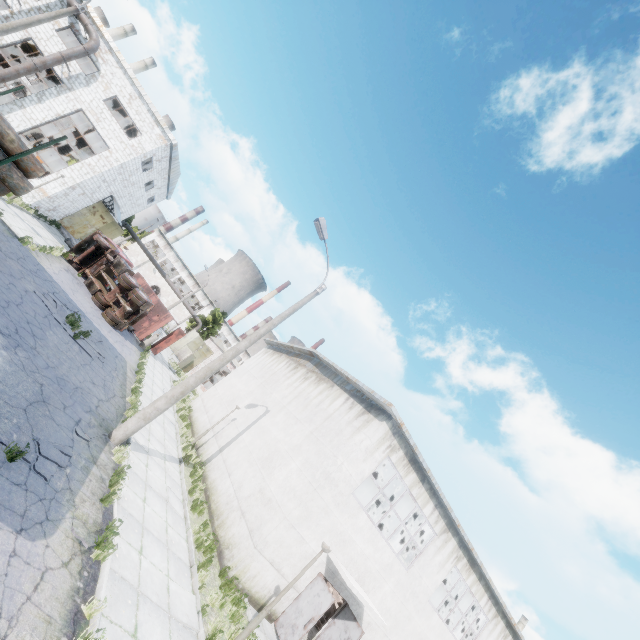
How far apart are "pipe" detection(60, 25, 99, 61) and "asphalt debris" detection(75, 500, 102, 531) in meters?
26.5 m

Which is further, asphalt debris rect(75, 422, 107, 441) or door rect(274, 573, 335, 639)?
door rect(274, 573, 335, 639)

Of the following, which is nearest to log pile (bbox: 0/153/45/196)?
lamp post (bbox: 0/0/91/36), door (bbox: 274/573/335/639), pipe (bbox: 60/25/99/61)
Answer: lamp post (bbox: 0/0/91/36)

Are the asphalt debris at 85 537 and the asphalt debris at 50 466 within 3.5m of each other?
yes

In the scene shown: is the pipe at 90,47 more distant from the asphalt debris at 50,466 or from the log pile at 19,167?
the asphalt debris at 50,466

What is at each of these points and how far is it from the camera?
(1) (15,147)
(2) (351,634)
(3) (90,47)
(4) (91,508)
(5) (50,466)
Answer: (1) log pile, 5.17m
(2) door, 11.97m
(3) pipe, 21.28m
(4) asphalt debris, 6.91m
(5) asphalt debris, 6.75m

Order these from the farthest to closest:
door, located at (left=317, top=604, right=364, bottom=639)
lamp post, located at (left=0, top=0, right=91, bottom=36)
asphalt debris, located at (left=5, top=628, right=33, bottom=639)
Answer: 1. lamp post, located at (left=0, top=0, right=91, bottom=36)
2. door, located at (left=317, top=604, right=364, bottom=639)
3. asphalt debris, located at (left=5, top=628, right=33, bottom=639)

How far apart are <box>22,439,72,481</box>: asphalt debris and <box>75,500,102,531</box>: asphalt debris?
0.8 meters
